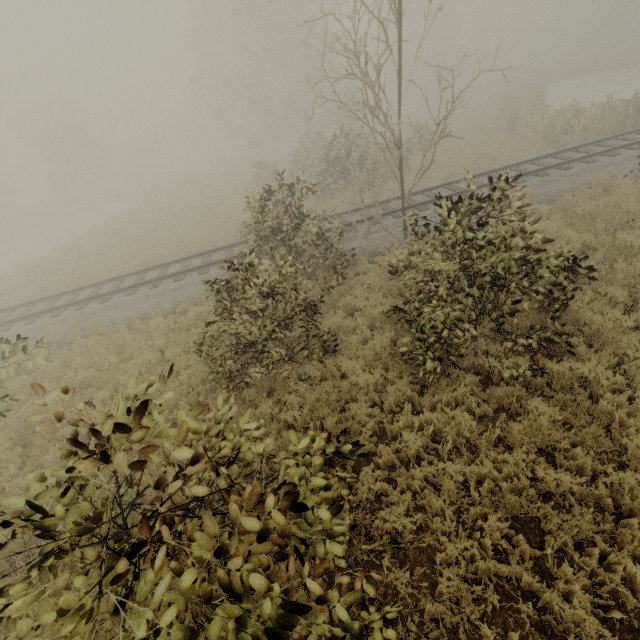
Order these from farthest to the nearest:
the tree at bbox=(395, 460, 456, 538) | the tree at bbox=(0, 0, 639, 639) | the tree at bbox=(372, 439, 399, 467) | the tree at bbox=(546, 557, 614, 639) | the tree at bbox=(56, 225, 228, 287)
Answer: the tree at bbox=(56, 225, 228, 287) < the tree at bbox=(372, 439, 399, 467) < the tree at bbox=(395, 460, 456, 538) < the tree at bbox=(546, 557, 614, 639) < the tree at bbox=(0, 0, 639, 639)

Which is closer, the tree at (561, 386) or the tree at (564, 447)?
the tree at (564, 447)

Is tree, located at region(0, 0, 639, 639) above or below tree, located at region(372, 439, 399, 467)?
above

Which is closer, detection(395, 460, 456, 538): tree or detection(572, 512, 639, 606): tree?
detection(572, 512, 639, 606): tree

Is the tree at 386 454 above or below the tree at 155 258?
below

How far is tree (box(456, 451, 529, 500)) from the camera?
4.7m

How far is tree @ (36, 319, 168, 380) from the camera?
9.1 meters

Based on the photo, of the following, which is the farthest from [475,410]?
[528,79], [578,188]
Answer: [528,79]
